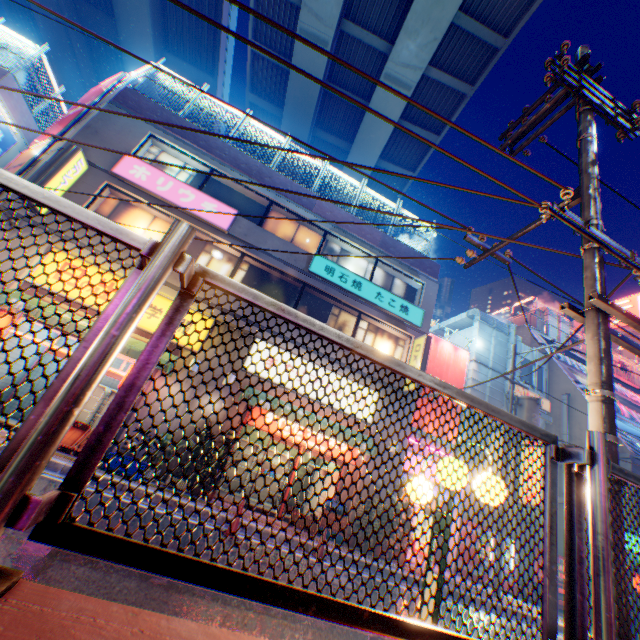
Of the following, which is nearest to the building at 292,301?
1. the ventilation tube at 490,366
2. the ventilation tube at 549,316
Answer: the ventilation tube at 490,366

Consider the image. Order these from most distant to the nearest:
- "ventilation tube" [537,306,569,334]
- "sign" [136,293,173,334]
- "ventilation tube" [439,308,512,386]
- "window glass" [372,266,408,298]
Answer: "ventilation tube" [537,306,569,334] < "ventilation tube" [439,308,512,386] < "window glass" [372,266,408,298] < "sign" [136,293,173,334]

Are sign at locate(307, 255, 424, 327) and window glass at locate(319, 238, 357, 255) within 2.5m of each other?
yes

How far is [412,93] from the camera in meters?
20.7 m

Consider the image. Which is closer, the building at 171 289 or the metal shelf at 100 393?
the building at 171 289

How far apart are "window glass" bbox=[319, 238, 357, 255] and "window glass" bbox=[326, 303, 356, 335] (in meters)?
1.29

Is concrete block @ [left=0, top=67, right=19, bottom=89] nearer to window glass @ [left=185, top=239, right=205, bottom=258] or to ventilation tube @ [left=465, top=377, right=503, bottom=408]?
window glass @ [left=185, top=239, right=205, bottom=258]

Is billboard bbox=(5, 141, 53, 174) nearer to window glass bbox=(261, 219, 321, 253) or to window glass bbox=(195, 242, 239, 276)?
window glass bbox=(195, 242, 239, 276)
